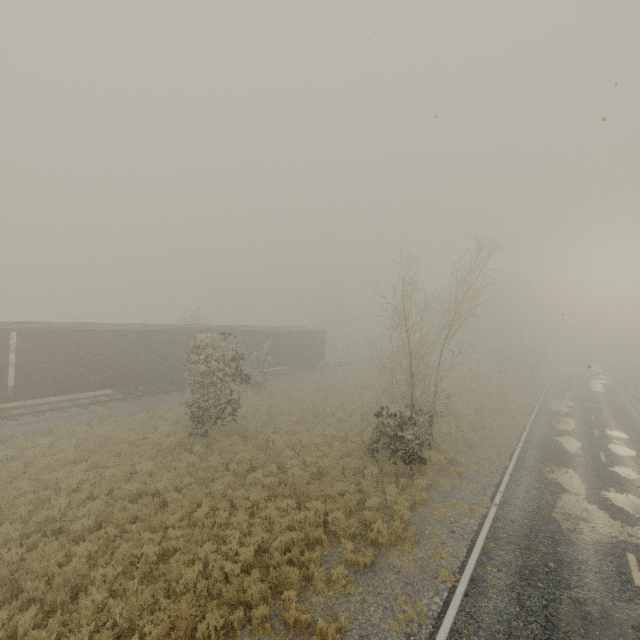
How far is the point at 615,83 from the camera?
4.9 meters
